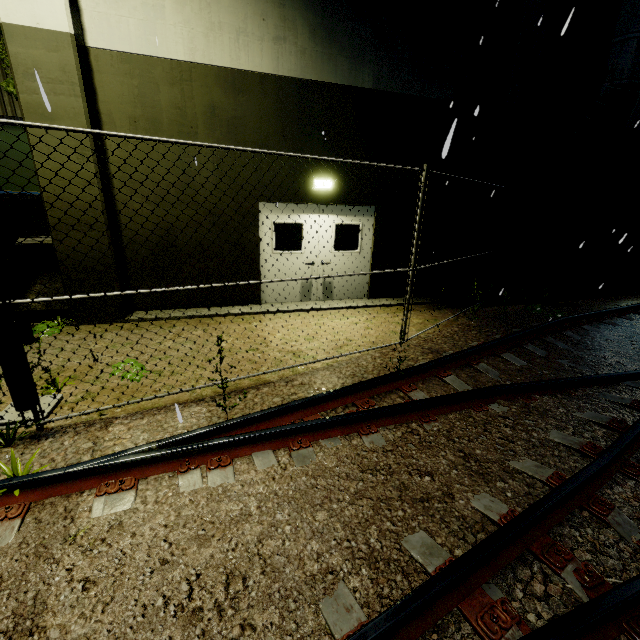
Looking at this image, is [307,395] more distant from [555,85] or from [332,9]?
[555,85]

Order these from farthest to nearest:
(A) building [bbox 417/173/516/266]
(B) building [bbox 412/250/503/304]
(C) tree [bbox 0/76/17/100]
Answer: (B) building [bbox 412/250/503/304]
(A) building [bbox 417/173/516/266]
(C) tree [bbox 0/76/17/100]

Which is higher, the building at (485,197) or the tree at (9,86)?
the tree at (9,86)

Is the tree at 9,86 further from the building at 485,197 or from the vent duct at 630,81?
the vent duct at 630,81

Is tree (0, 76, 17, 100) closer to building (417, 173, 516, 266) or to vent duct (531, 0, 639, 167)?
building (417, 173, 516, 266)

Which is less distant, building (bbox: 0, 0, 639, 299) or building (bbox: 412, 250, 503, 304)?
building (bbox: 0, 0, 639, 299)
